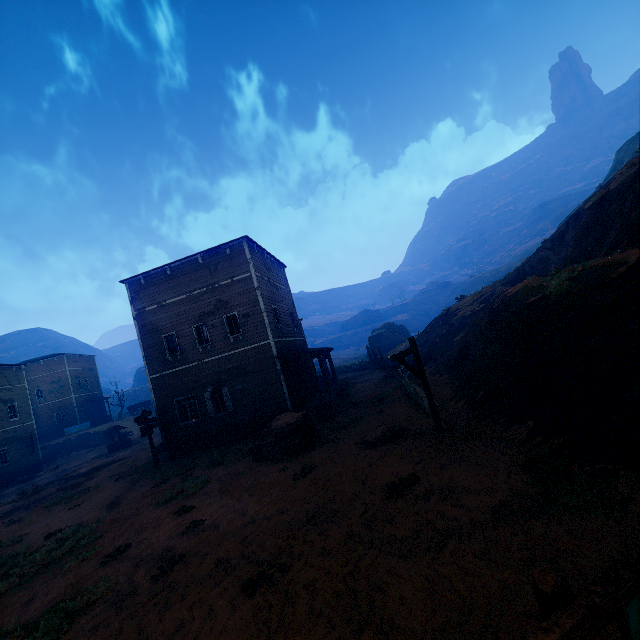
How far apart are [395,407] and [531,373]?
7.30m

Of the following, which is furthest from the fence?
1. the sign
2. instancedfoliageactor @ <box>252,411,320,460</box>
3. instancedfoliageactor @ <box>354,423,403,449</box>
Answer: the sign

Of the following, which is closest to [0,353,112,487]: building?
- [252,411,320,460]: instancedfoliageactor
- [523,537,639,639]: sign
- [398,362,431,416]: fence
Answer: [252,411,320,460]: instancedfoliageactor

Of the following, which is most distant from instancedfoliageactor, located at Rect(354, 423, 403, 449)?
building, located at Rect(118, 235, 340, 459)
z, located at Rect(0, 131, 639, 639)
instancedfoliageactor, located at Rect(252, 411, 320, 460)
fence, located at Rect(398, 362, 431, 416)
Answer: building, located at Rect(118, 235, 340, 459)

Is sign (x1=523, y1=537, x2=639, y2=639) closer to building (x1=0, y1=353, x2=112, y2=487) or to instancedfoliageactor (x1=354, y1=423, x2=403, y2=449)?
instancedfoliageactor (x1=354, y1=423, x2=403, y2=449)

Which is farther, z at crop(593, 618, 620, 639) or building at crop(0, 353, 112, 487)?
building at crop(0, 353, 112, 487)

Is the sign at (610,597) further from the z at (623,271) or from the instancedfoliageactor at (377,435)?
the instancedfoliageactor at (377,435)

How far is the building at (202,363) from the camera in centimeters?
1789cm
